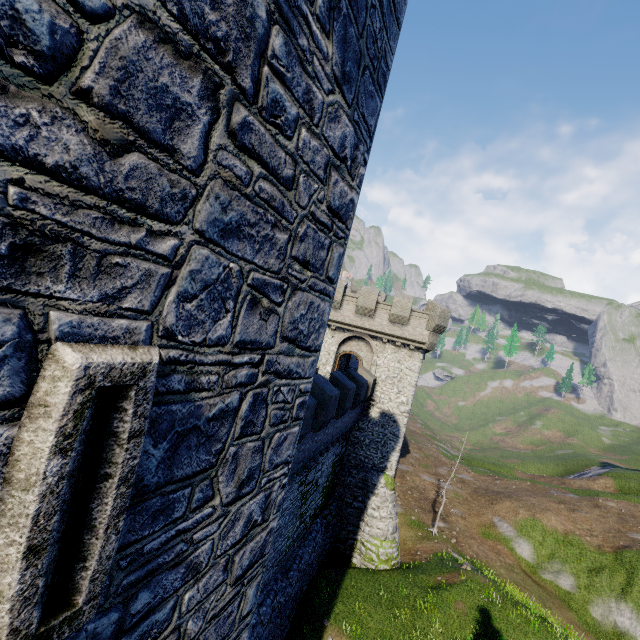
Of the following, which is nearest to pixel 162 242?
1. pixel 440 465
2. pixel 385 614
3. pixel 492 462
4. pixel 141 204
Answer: pixel 141 204
